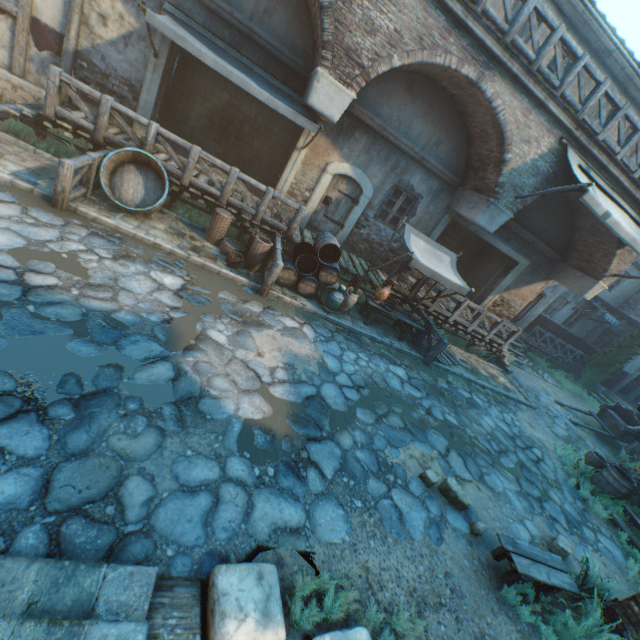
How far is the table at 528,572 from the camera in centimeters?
448cm

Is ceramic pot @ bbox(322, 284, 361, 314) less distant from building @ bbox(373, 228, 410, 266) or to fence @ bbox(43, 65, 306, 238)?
fence @ bbox(43, 65, 306, 238)

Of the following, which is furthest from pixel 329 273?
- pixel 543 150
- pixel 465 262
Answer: pixel 465 262

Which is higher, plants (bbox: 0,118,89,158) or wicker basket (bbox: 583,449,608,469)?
wicker basket (bbox: 583,449,608,469)

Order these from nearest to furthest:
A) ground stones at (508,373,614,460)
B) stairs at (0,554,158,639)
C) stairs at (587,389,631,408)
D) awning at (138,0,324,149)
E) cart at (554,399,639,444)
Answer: stairs at (0,554,158,639)
awning at (138,0,324,149)
ground stones at (508,373,614,460)
cart at (554,399,639,444)
stairs at (587,389,631,408)

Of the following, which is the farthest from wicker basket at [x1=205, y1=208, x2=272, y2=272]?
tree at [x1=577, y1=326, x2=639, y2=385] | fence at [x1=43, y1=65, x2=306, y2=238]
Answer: tree at [x1=577, y1=326, x2=639, y2=385]

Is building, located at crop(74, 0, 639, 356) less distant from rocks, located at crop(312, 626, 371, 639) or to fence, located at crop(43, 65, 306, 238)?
fence, located at crop(43, 65, 306, 238)

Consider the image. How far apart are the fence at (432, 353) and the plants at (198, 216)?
7.03m
